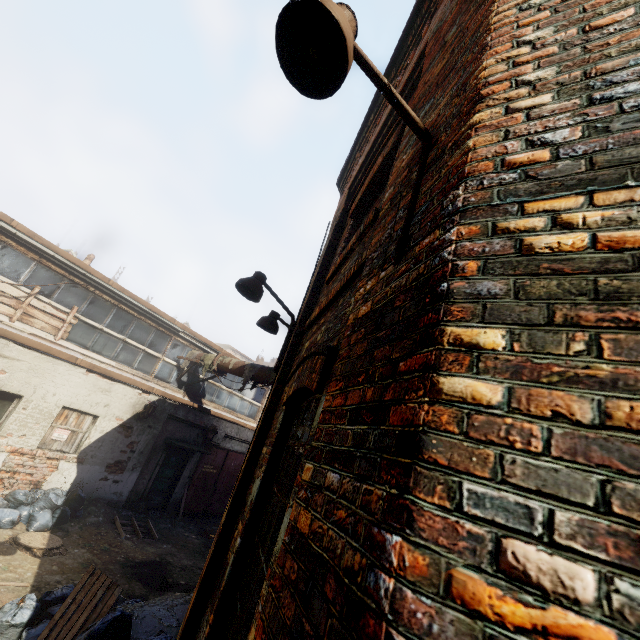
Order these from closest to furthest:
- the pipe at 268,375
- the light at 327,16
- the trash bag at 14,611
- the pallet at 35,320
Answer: the light at 327,16, the trash bag at 14,611, the pallet at 35,320, the pipe at 268,375

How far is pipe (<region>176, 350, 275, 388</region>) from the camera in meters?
10.2

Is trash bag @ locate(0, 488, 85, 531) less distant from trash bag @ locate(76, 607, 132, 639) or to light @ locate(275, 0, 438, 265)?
trash bag @ locate(76, 607, 132, 639)

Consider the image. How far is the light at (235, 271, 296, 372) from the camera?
4.5m

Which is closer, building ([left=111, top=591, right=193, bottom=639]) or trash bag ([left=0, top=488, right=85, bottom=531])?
building ([left=111, top=591, right=193, bottom=639])

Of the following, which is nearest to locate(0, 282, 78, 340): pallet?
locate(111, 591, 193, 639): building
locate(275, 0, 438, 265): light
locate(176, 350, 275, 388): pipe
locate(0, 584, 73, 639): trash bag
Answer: locate(176, 350, 275, 388): pipe

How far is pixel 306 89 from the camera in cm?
182

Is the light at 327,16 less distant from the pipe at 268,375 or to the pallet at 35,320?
the pipe at 268,375
